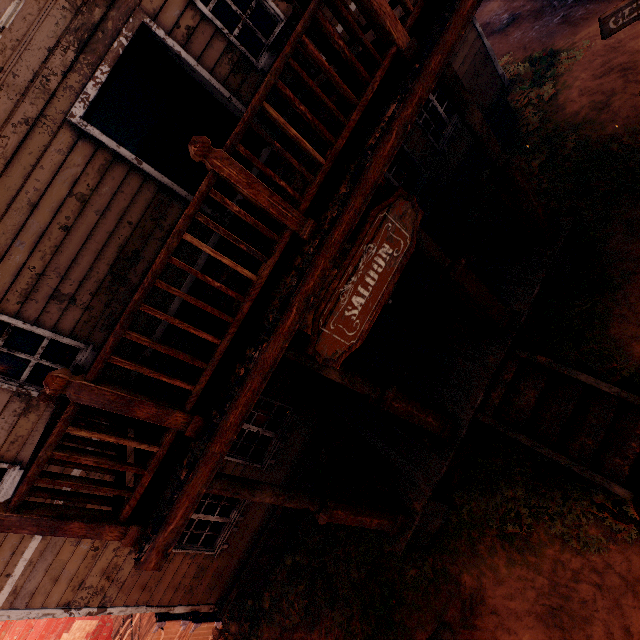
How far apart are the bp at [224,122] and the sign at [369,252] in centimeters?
398cm

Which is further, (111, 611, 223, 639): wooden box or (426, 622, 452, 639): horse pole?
(111, 611, 223, 639): wooden box

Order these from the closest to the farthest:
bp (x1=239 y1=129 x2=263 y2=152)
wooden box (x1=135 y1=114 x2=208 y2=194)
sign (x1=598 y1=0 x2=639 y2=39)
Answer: sign (x1=598 y1=0 x2=639 y2=39) < bp (x1=239 y1=129 x2=263 y2=152) < wooden box (x1=135 y1=114 x2=208 y2=194)

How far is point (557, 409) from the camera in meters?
4.6

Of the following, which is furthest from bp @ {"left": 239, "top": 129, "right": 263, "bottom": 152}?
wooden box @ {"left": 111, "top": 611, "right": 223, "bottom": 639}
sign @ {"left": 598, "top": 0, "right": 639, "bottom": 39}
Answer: wooden box @ {"left": 111, "top": 611, "right": 223, "bottom": 639}

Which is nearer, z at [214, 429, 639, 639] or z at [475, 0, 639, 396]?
z at [214, 429, 639, 639]

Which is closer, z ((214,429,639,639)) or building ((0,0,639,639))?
building ((0,0,639,639))
